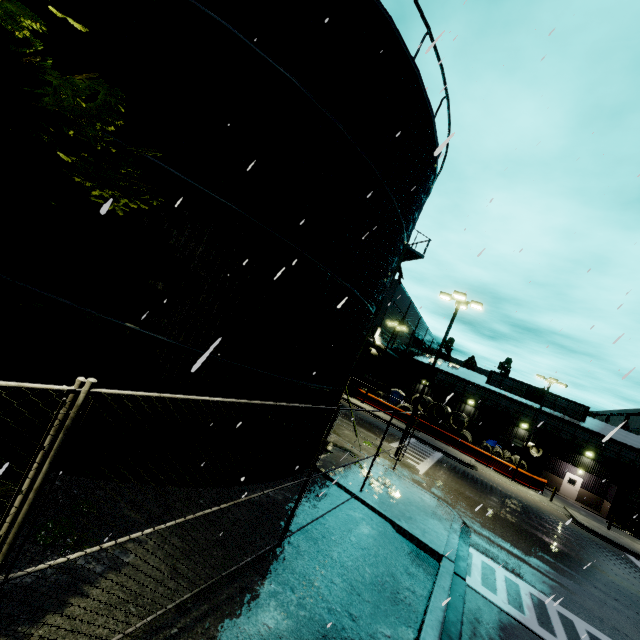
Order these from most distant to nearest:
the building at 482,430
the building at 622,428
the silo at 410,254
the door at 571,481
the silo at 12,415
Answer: the building at 482,430 < the door at 571,481 < the building at 622,428 < the silo at 410,254 < the silo at 12,415

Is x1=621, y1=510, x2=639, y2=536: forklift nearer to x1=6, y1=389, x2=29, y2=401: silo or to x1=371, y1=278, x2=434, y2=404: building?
x1=371, y1=278, x2=434, y2=404: building

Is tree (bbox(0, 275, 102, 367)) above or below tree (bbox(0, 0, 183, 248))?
below

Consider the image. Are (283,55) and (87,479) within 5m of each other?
no

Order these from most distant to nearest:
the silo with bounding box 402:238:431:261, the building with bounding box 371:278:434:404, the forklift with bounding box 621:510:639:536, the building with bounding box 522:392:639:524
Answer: the building with bounding box 371:278:434:404
the building with bounding box 522:392:639:524
the forklift with bounding box 621:510:639:536
the silo with bounding box 402:238:431:261

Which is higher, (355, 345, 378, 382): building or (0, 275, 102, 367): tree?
(355, 345, 378, 382): building

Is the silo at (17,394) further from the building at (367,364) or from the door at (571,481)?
the door at (571,481)

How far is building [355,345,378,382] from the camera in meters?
37.9
